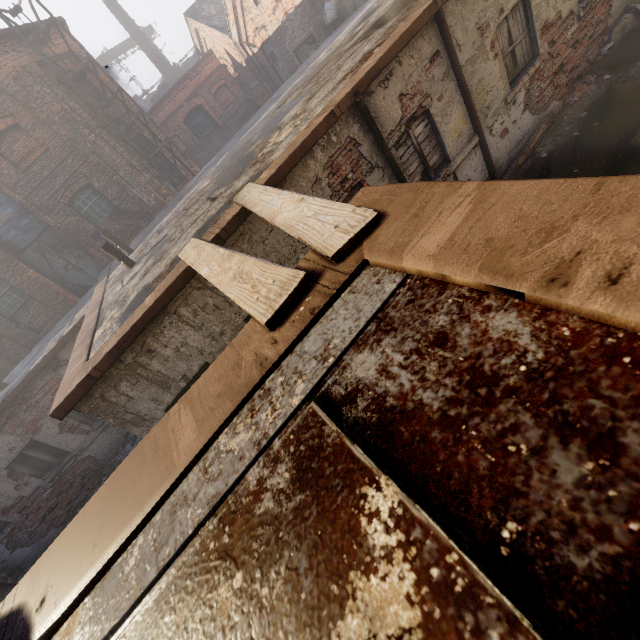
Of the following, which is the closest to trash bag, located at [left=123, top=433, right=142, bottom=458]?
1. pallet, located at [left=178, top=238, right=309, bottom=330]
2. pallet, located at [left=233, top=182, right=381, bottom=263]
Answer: pallet, located at [left=178, top=238, right=309, bottom=330]

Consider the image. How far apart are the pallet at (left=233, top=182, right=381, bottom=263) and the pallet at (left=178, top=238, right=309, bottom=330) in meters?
0.2 m

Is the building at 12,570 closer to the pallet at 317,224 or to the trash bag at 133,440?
the trash bag at 133,440

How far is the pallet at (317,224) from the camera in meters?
1.8 m

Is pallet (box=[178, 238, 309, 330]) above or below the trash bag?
above

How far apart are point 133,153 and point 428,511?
17.88m

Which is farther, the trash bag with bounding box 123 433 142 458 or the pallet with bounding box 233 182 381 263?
the trash bag with bounding box 123 433 142 458

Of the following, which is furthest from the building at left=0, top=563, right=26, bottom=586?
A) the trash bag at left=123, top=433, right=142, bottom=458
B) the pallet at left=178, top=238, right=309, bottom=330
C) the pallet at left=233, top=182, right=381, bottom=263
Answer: the pallet at left=233, top=182, right=381, bottom=263
